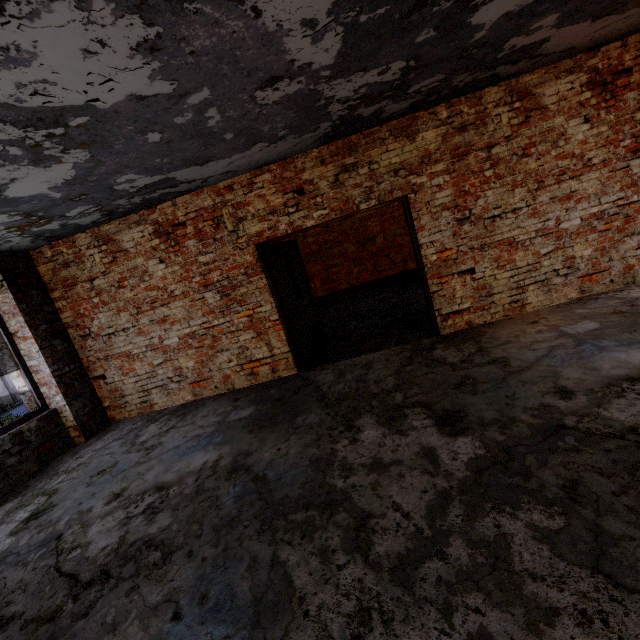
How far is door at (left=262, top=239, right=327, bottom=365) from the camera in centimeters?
545cm

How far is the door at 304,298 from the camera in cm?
545

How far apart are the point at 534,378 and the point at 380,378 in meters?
1.7
